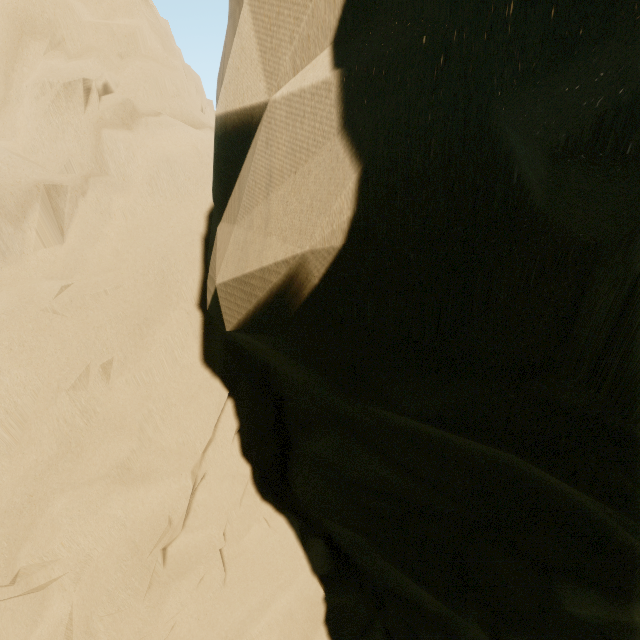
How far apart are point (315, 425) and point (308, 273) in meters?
4.5
